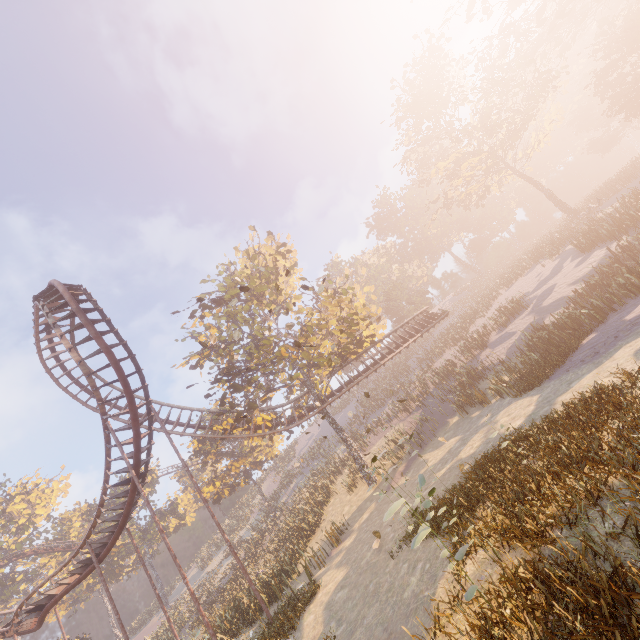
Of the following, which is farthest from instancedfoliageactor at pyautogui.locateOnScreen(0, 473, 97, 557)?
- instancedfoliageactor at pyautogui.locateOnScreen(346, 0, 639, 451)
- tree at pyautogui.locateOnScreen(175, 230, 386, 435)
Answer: instancedfoliageactor at pyautogui.locateOnScreen(346, 0, 639, 451)

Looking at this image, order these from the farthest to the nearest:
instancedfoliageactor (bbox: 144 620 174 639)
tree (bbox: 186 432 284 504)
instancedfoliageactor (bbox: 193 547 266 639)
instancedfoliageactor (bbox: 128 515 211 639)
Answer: tree (bbox: 186 432 284 504)
instancedfoliageactor (bbox: 144 620 174 639)
instancedfoliageactor (bbox: 128 515 211 639)
instancedfoliageactor (bbox: 193 547 266 639)

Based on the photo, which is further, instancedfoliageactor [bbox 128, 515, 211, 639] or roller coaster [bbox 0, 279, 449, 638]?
instancedfoliageactor [bbox 128, 515, 211, 639]

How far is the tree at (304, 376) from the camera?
21.17m

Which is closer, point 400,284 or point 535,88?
point 535,88

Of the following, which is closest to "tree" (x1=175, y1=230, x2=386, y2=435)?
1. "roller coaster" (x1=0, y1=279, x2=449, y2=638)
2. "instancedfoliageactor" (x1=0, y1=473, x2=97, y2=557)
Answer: "roller coaster" (x1=0, y1=279, x2=449, y2=638)

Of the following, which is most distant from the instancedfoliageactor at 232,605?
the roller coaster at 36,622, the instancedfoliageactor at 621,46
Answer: the instancedfoliageactor at 621,46

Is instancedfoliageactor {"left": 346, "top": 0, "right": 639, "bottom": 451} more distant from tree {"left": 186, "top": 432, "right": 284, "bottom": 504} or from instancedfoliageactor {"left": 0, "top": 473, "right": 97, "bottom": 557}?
instancedfoliageactor {"left": 0, "top": 473, "right": 97, "bottom": 557}
